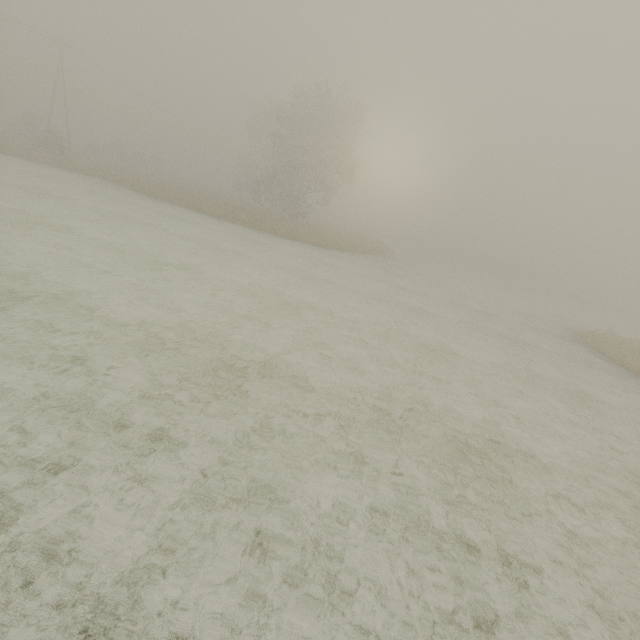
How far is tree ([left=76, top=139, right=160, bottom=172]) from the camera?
45.5m

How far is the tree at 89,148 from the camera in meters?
45.5 m

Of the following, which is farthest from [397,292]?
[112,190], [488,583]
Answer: [112,190]
